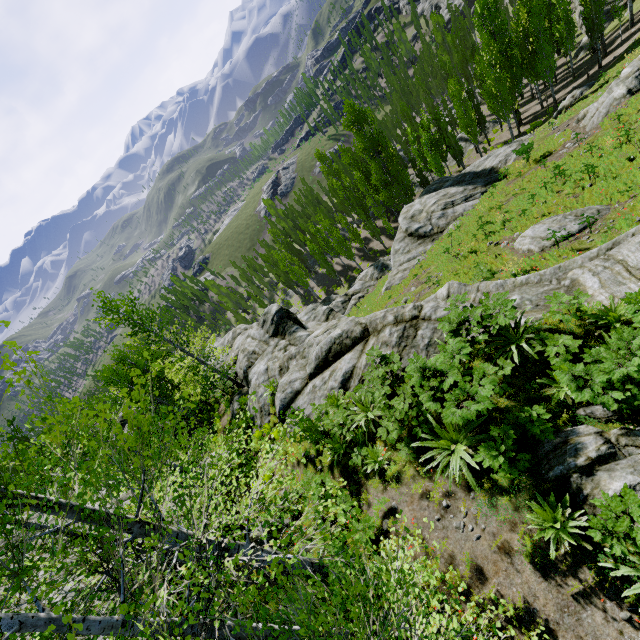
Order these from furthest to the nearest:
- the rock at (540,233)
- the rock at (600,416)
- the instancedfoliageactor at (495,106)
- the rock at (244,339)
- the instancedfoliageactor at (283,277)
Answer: the instancedfoliageactor at (283,277), the instancedfoliageactor at (495,106), the rock at (540,233), the rock at (244,339), the rock at (600,416)

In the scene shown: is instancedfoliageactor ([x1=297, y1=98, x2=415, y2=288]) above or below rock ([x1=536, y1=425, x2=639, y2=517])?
below

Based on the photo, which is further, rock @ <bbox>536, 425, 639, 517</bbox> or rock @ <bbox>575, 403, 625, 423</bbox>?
rock @ <bbox>575, 403, 625, 423</bbox>

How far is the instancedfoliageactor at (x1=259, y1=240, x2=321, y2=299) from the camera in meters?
48.4

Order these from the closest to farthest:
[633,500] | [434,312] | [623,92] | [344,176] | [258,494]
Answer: [633,500]
[258,494]
[434,312]
[623,92]
[344,176]

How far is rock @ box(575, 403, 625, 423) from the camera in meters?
6.5 m

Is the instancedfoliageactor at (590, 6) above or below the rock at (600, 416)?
below

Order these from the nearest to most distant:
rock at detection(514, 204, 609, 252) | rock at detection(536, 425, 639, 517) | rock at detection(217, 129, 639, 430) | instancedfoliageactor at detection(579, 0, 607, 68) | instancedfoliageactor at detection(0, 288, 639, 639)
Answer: instancedfoliageactor at detection(0, 288, 639, 639) → rock at detection(536, 425, 639, 517) → rock at detection(217, 129, 639, 430) → rock at detection(514, 204, 609, 252) → instancedfoliageactor at detection(579, 0, 607, 68)
